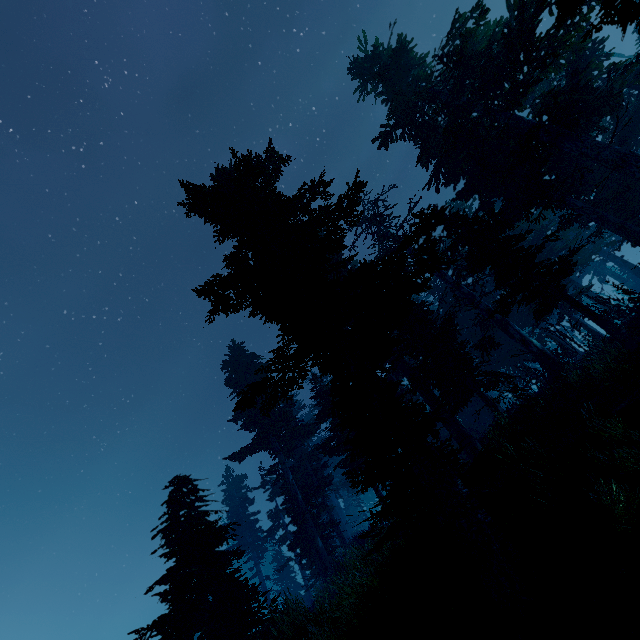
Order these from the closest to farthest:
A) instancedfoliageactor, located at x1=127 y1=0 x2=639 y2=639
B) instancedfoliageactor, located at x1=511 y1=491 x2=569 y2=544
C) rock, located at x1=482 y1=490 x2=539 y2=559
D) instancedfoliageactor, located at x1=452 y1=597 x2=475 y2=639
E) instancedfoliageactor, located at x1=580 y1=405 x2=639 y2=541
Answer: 1. instancedfoliageactor, located at x1=452 y1=597 x2=475 y2=639
2. instancedfoliageactor, located at x1=580 y1=405 x2=639 y2=541
3. instancedfoliageactor, located at x1=511 y1=491 x2=569 y2=544
4. rock, located at x1=482 y1=490 x2=539 y2=559
5. instancedfoliageactor, located at x1=127 y1=0 x2=639 y2=639

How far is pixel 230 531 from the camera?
36.1m

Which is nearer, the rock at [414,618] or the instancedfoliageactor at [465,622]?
the instancedfoliageactor at [465,622]

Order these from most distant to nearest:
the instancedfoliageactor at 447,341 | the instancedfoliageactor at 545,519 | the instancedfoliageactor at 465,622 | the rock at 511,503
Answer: the instancedfoliageactor at 447,341, the rock at 511,503, the instancedfoliageactor at 545,519, the instancedfoliageactor at 465,622

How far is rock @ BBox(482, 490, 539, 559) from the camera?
6.2m

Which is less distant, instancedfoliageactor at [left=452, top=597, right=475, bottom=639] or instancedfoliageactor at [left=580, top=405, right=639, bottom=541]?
instancedfoliageactor at [left=452, top=597, right=475, bottom=639]

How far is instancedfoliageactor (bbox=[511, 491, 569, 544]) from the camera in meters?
5.6 m

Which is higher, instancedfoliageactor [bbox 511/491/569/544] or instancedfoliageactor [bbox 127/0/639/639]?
instancedfoliageactor [bbox 127/0/639/639]
